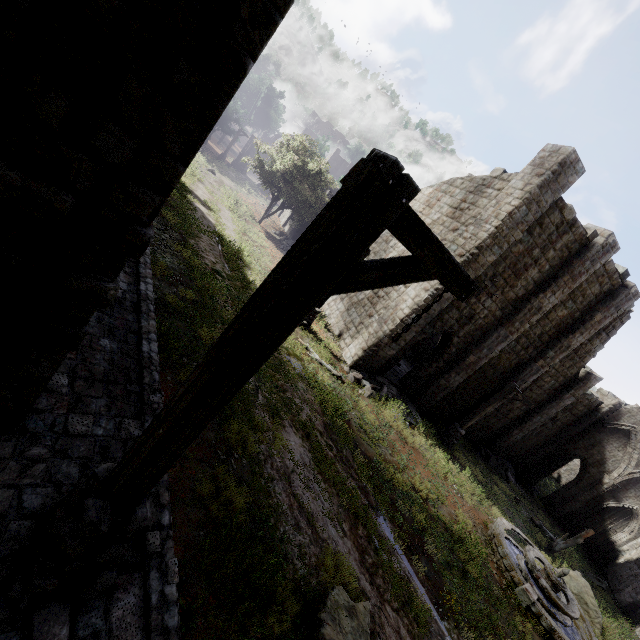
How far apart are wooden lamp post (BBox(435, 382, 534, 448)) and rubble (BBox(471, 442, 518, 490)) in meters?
6.4 m

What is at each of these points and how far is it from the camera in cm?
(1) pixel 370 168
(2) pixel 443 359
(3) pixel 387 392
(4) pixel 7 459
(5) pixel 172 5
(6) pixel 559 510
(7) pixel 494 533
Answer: (1) wooden lamp post, 179
(2) building, 1702
(3) rubble, 1530
(4) building base, 361
(5) building, 211
(6) column, 2406
(7) fountain, 1155

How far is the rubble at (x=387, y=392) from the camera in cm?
1408

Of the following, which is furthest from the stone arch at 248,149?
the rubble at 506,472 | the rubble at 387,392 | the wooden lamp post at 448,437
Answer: the rubble at 506,472

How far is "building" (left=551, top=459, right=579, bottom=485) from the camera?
41.12m

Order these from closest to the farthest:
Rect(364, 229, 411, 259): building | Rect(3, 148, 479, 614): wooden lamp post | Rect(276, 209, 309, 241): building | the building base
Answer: Rect(3, 148, 479, 614): wooden lamp post
the building base
Rect(364, 229, 411, 259): building
Rect(276, 209, 309, 241): building

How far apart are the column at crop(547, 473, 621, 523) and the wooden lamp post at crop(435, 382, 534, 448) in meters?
14.0
